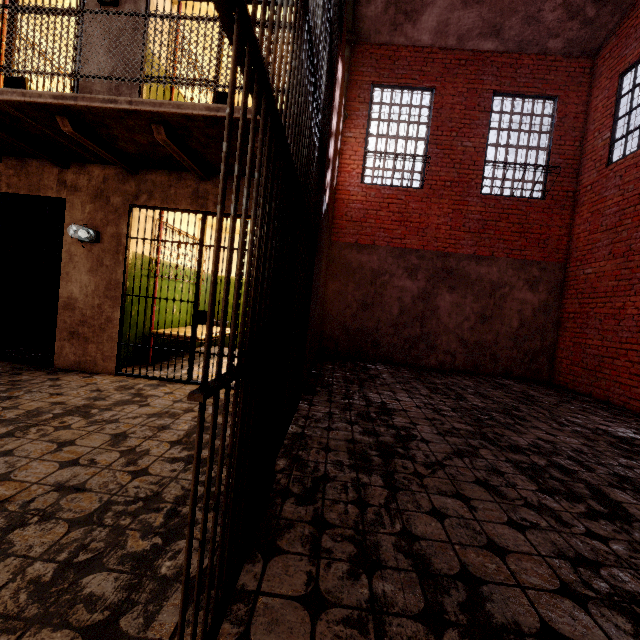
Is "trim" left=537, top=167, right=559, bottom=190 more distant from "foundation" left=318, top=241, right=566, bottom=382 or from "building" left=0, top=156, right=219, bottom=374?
"building" left=0, top=156, right=219, bottom=374

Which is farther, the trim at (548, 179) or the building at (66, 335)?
the trim at (548, 179)

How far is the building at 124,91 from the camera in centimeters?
438cm

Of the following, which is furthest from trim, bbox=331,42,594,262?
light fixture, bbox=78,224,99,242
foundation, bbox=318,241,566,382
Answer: light fixture, bbox=78,224,99,242

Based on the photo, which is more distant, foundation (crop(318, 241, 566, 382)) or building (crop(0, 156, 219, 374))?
foundation (crop(318, 241, 566, 382))

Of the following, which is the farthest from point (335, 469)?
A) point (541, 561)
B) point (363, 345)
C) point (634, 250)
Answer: point (634, 250)

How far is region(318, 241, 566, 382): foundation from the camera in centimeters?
804cm

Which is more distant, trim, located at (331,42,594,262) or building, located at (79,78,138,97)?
trim, located at (331,42,594,262)
